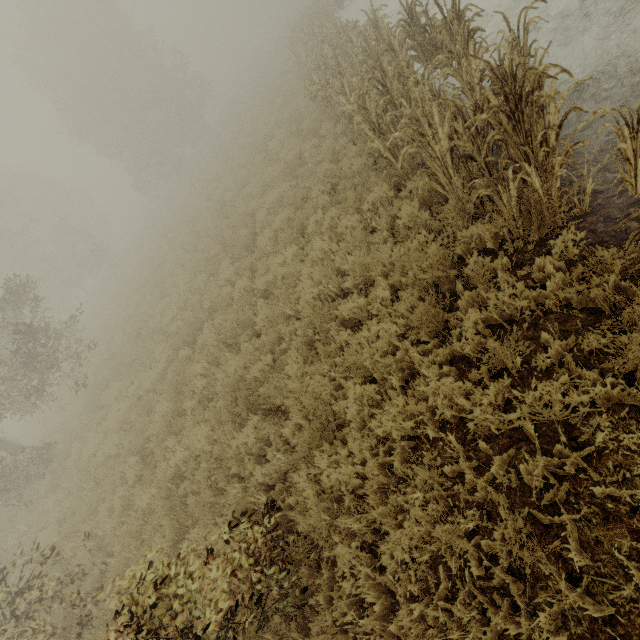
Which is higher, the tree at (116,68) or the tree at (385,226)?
the tree at (116,68)

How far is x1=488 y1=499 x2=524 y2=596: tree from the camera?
2.6m

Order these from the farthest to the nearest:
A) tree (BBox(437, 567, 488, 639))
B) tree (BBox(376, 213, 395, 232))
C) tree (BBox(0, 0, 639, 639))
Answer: tree (BBox(376, 213, 395, 232)), tree (BBox(0, 0, 639, 639)), tree (BBox(437, 567, 488, 639))

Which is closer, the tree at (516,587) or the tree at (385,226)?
the tree at (516,587)

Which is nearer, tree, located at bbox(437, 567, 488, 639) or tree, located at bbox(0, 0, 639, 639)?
tree, located at bbox(437, 567, 488, 639)

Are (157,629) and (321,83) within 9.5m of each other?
no
